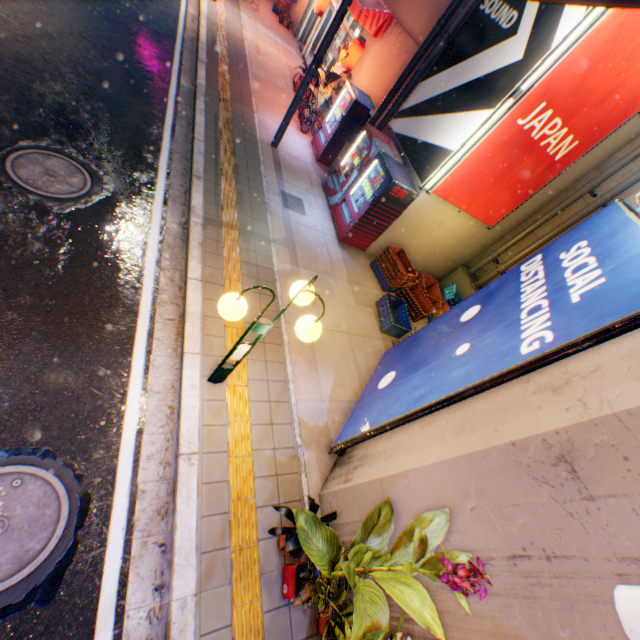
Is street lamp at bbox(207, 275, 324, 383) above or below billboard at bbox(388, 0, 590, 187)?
below

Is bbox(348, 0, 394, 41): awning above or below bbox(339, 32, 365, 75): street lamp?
A: above

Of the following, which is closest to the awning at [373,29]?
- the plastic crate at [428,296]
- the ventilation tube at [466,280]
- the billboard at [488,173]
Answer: the billboard at [488,173]

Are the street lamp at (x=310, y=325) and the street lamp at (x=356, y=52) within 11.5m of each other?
yes

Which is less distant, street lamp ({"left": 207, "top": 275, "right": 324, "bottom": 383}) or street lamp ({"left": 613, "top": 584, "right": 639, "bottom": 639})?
street lamp ({"left": 613, "top": 584, "right": 639, "bottom": 639})

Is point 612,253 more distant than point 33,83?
Result: No

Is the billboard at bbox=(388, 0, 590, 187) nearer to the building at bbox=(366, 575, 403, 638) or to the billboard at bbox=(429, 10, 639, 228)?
the billboard at bbox=(429, 10, 639, 228)

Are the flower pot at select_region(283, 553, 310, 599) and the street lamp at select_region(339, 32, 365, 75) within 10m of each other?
no
